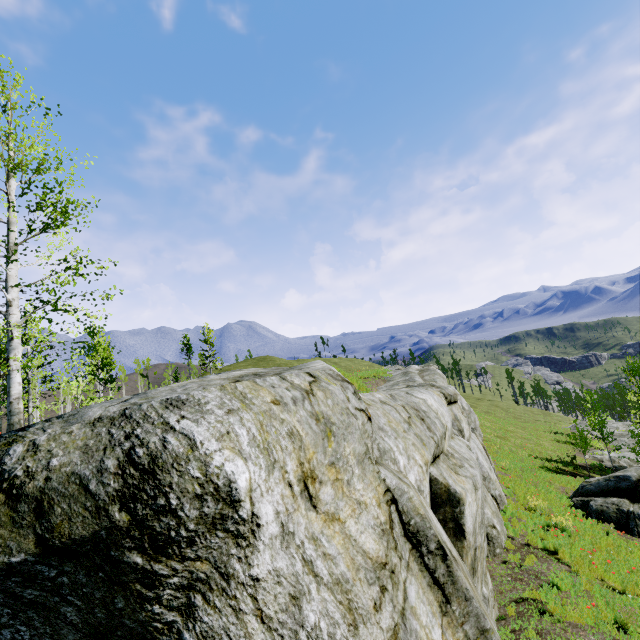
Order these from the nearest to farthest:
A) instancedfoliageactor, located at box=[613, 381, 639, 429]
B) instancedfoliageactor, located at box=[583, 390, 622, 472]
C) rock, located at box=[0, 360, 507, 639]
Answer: rock, located at box=[0, 360, 507, 639], instancedfoliageactor, located at box=[583, 390, 622, 472], instancedfoliageactor, located at box=[613, 381, 639, 429]

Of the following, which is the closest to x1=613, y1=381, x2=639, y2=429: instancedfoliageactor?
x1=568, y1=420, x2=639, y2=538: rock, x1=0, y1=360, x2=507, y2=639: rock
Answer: x1=0, y1=360, x2=507, y2=639: rock

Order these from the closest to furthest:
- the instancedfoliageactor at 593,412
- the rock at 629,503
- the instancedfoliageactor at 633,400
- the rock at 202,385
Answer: the rock at 202,385, the rock at 629,503, the instancedfoliageactor at 593,412, the instancedfoliageactor at 633,400

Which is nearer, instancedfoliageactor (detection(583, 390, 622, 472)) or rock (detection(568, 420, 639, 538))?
rock (detection(568, 420, 639, 538))

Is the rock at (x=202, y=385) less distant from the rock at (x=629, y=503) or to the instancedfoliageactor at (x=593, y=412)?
the instancedfoliageactor at (x=593, y=412)

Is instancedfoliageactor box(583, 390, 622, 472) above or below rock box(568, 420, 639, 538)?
below

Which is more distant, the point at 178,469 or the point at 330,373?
the point at 330,373
